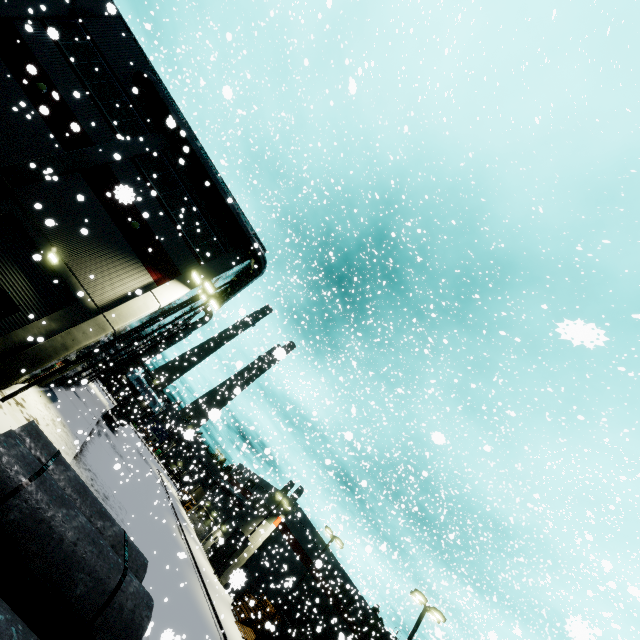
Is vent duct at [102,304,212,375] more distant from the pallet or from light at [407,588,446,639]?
light at [407,588,446,639]

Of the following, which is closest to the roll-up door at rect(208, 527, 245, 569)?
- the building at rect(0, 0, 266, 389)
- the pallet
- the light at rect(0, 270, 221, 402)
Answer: the building at rect(0, 0, 266, 389)

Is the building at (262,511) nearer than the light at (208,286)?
No

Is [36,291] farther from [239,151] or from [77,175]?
[239,151]

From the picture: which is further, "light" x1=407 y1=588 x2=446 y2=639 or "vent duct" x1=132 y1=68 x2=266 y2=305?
"light" x1=407 y1=588 x2=446 y2=639

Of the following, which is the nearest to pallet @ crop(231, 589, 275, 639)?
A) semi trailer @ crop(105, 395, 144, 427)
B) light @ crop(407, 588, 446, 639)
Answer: semi trailer @ crop(105, 395, 144, 427)

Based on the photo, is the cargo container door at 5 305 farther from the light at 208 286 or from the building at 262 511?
the light at 208 286

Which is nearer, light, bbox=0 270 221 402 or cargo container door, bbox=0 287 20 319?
cargo container door, bbox=0 287 20 319
